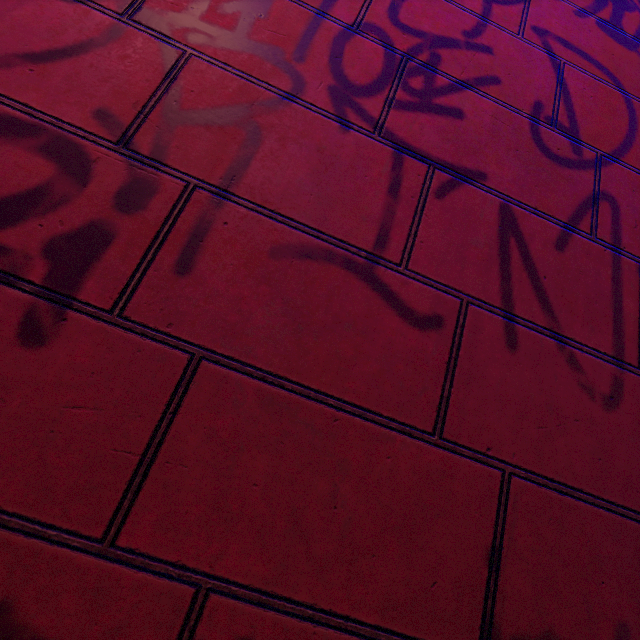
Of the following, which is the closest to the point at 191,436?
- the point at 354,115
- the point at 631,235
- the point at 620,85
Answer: the point at 354,115
